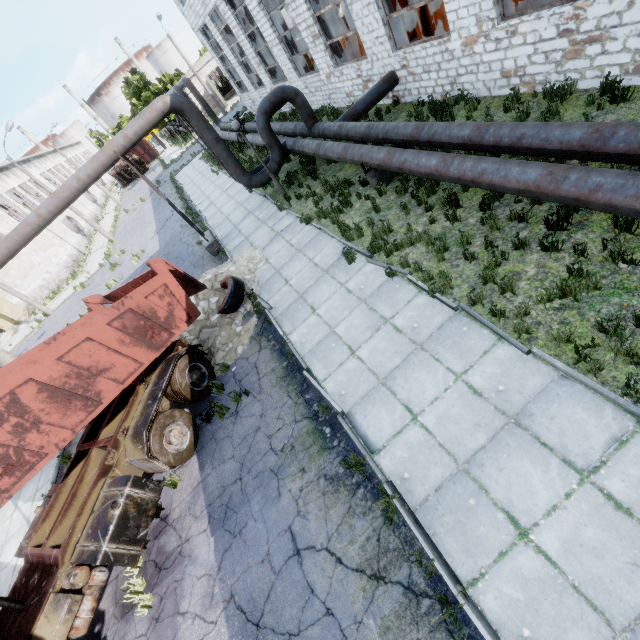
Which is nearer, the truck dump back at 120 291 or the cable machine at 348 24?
the truck dump back at 120 291

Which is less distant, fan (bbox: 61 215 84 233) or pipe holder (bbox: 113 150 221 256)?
pipe holder (bbox: 113 150 221 256)

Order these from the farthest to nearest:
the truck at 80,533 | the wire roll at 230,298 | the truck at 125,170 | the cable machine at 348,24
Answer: the truck at 125,170 < the cable machine at 348,24 < the wire roll at 230,298 < the truck at 80,533

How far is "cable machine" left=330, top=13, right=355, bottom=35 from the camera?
17.0m

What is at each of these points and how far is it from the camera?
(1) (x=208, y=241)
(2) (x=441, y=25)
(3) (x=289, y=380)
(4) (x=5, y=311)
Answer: (1) pipe holder, 14.26m
(2) cable machine, 12.77m
(3) asphalt debris, 7.42m
(4) door, 30.11m

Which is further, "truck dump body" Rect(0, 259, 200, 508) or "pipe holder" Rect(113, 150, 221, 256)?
"pipe holder" Rect(113, 150, 221, 256)

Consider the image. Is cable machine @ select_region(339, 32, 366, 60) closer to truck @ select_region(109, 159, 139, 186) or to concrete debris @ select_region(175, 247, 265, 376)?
concrete debris @ select_region(175, 247, 265, 376)

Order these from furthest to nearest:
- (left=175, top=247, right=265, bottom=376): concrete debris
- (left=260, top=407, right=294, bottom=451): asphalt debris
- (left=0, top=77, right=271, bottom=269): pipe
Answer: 1. (left=0, top=77, right=271, bottom=269): pipe
2. (left=175, top=247, right=265, bottom=376): concrete debris
3. (left=260, top=407, right=294, bottom=451): asphalt debris
